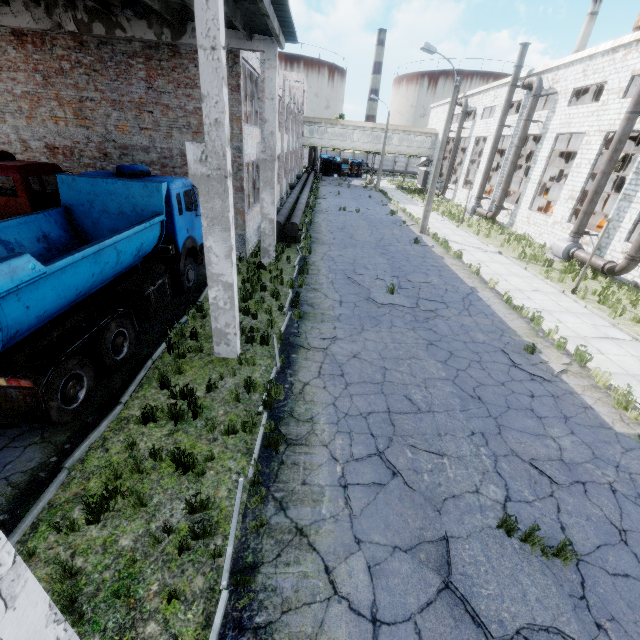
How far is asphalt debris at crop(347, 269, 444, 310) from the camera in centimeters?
1225cm

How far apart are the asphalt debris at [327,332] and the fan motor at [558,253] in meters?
16.7

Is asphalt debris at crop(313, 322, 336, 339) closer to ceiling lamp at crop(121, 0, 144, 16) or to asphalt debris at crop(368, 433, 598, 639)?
asphalt debris at crop(368, 433, 598, 639)

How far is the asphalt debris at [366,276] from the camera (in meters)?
12.25

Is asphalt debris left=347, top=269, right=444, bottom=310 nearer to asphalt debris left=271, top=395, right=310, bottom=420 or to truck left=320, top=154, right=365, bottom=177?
asphalt debris left=271, top=395, right=310, bottom=420

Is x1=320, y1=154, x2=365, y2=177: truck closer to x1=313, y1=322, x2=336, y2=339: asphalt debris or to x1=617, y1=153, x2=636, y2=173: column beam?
x1=617, y1=153, x2=636, y2=173: column beam

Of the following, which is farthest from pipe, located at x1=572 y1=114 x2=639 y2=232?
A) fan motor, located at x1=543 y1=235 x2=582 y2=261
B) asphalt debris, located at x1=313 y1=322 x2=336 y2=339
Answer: asphalt debris, located at x1=313 y1=322 x2=336 y2=339

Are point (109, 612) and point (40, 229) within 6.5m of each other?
no
